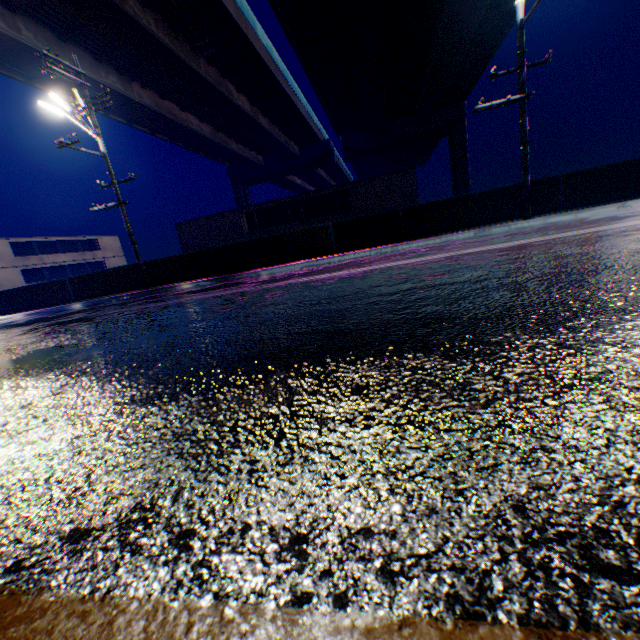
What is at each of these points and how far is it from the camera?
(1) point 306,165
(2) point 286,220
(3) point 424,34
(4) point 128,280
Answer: (1) overpass support, 47.09m
(2) building, 24.83m
(3) overpass support, 26.03m
(4) overpass support, 15.89m

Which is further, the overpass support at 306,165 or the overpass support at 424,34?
the overpass support at 306,165

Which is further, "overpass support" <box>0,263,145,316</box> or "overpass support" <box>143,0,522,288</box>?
"overpass support" <box>0,263,145,316</box>

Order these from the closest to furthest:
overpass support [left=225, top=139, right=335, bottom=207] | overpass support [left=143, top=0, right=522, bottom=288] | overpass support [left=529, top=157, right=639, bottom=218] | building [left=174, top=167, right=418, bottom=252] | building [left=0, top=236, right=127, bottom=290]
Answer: overpass support [left=529, top=157, right=639, bottom=218] → overpass support [left=143, top=0, right=522, bottom=288] → building [left=174, top=167, right=418, bottom=252] → building [left=0, top=236, right=127, bottom=290] → overpass support [left=225, top=139, right=335, bottom=207]

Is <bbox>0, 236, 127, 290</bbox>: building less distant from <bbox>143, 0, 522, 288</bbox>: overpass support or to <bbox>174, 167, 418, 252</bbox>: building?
<bbox>174, 167, 418, 252</bbox>: building

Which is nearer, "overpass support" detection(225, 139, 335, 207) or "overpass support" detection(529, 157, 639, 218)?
"overpass support" detection(529, 157, 639, 218)

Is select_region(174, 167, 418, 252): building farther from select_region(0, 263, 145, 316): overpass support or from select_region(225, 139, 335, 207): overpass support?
select_region(225, 139, 335, 207): overpass support

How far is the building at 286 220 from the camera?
22.09m
